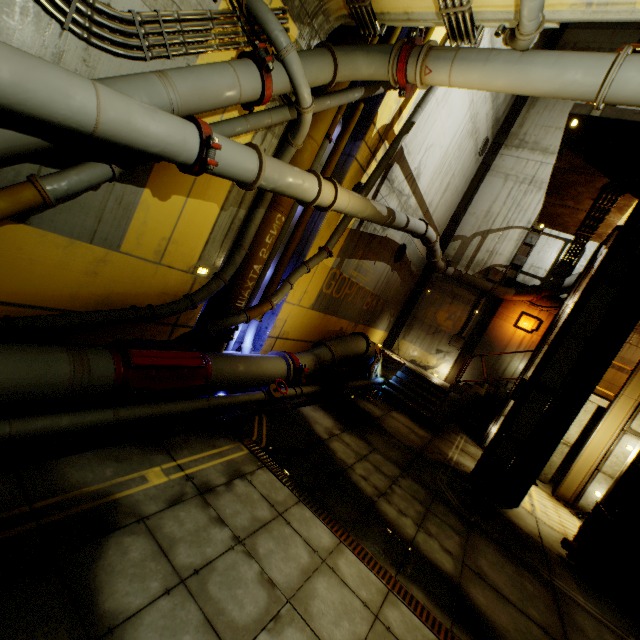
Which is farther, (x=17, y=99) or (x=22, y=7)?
(x=22, y=7)

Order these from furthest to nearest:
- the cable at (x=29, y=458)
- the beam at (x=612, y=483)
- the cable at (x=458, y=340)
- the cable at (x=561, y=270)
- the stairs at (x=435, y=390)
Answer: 1. the cable at (x=458, y=340)
2. the cable at (x=561, y=270)
3. the stairs at (x=435, y=390)
4. the beam at (x=612, y=483)
5. the cable at (x=29, y=458)

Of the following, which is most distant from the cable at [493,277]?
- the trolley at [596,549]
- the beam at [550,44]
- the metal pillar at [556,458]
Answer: the trolley at [596,549]

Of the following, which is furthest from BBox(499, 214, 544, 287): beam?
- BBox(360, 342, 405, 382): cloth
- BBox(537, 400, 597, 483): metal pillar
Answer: BBox(537, 400, 597, 483): metal pillar

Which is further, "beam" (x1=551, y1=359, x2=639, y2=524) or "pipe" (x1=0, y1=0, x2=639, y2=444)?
"beam" (x1=551, y1=359, x2=639, y2=524)

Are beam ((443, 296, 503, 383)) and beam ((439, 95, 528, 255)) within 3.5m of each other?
yes

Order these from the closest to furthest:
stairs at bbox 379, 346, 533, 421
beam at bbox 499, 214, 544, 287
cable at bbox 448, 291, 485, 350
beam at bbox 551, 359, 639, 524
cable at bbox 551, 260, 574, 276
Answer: beam at bbox 551, 359, 639, 524
stairs at bbox 379, 346, 533, 421
cable at bbox 551, 260, 574, 276
beam at bbox 499, 214, 544, 287
cable at bbox 448, 291, 485, 350

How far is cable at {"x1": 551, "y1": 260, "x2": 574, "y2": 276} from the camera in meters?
13.3 m
